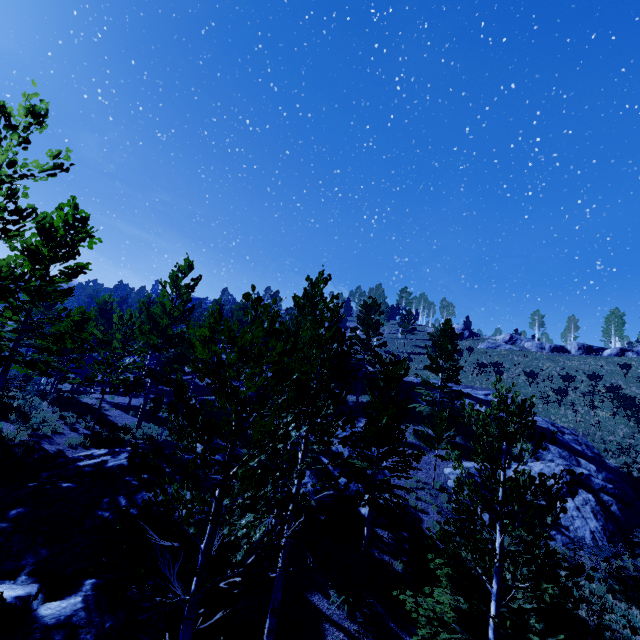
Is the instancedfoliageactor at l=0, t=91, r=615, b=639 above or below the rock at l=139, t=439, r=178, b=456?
below

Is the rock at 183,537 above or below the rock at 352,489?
below

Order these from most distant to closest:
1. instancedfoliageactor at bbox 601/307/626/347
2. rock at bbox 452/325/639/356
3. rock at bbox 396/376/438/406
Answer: instancedfoliageactor at bbox 601/307/626/347
rock at bbox 452/325/639/356
rock at bbox 396/376/438/406

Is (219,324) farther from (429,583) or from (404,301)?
(404,301)

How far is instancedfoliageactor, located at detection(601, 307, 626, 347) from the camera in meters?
48.1

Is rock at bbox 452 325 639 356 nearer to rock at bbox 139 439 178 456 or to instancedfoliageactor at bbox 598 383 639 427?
instancedfoliageactor at bbox 598 383 639 427

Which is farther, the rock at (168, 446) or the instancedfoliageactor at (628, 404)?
the instancedfoliageactor at (628, 404)

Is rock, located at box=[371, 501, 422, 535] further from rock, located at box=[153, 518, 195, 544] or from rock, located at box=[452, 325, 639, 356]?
rock, located at box=[452, 325, 639, 356]
